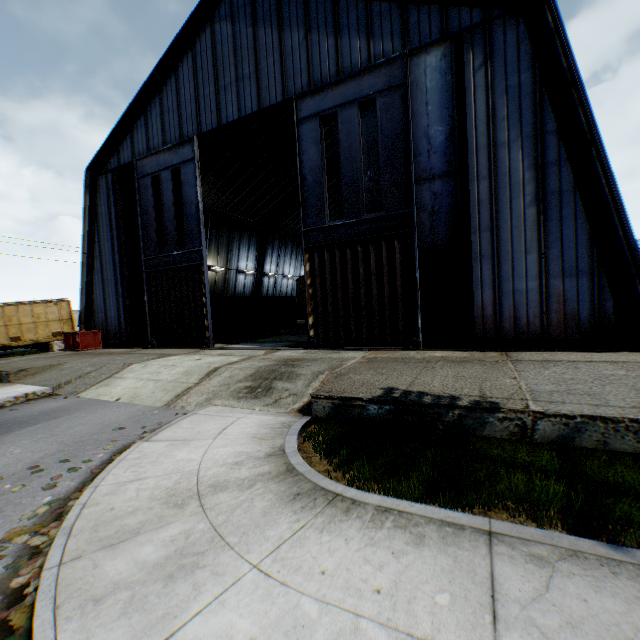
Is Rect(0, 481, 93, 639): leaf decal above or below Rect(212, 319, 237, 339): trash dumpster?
below

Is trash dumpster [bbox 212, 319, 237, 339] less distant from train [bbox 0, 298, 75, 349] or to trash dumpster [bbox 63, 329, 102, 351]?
trash dumpster [bbox 63, 329, 102, 351]

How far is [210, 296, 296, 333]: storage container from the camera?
23.6m

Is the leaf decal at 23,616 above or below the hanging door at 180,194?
below

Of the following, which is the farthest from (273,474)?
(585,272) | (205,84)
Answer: (205,84)

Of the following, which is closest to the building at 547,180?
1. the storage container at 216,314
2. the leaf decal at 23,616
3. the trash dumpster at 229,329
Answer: the storage container at 216,314

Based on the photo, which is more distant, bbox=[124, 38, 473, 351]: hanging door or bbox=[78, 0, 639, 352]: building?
bbox=[124, 38, 473, 351]: hanging door

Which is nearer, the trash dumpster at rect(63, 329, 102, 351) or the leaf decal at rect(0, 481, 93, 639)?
the leaf decal at rect(0, 481, 93, 639)
